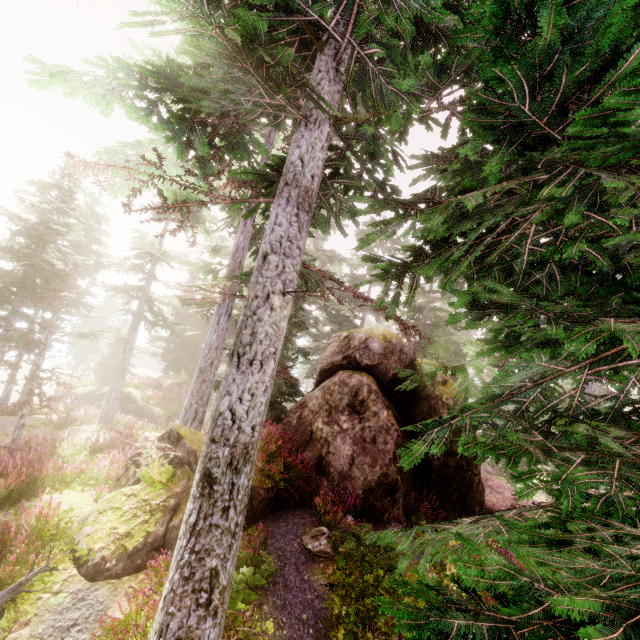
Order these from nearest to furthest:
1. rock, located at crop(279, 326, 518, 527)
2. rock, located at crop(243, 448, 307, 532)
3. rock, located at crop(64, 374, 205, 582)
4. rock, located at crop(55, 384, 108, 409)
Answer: rock, located at crop(64, 374, 205, 582) < rock, located at crop(243, 448, 307, 532) < rock, located at crop(279, 326, 518, 527) < rock, located at crop(55, 384, 108, 409)

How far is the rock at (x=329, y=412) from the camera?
9.1 meters

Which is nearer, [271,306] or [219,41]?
[219,41]

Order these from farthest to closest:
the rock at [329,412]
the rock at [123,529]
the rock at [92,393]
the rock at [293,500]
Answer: the rock at [92,393]
the rock at [329,412]
the rock at [293,500]
the rock at [123,529]

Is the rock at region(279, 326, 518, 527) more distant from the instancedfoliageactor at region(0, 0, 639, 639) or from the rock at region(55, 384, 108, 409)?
the rock at region(55, 384, 108, 409)

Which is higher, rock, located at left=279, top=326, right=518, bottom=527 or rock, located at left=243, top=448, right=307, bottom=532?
rock, located at left=279, top=326, right=518, bottom=527
